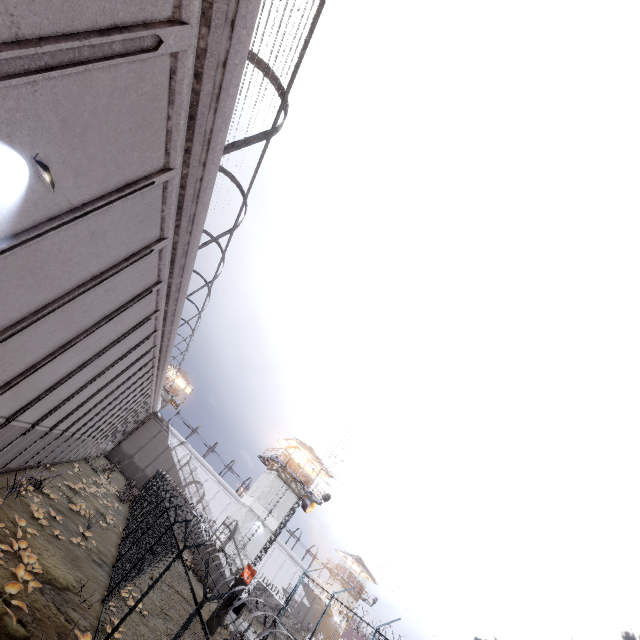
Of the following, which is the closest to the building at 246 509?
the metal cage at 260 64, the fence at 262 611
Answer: the fence at 262 611

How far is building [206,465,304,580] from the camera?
30.3m

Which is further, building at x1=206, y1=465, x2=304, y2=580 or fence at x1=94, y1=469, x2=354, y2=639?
building at x1=206, y1=465, x2=304, y2=580

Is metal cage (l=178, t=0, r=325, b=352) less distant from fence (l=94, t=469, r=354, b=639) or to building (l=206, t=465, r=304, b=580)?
fence (l=94, t=469, r=354, b=639)

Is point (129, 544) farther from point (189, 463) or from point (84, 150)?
point (189, 463)

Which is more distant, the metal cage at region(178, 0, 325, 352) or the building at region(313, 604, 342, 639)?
the building at region(313, 604, 342, 639)

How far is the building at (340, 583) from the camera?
51.2 meters

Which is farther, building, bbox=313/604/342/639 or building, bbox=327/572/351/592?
building, bbox=327/572/351/592
